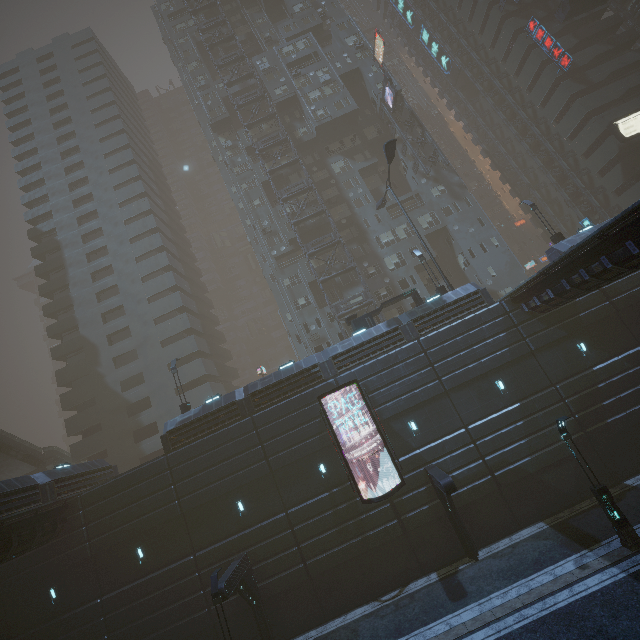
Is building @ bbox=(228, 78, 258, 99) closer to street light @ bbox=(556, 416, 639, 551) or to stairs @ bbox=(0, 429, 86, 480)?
stairs @ bbox=(0, 429, 86, 480)

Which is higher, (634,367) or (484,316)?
(484,316)

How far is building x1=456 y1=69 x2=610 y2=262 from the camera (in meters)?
22.70

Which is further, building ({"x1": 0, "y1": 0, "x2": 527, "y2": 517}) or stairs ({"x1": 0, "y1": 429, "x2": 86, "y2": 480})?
stairs ({"x1": 0, "y1": 429, "x2": 86, "y2": 480})

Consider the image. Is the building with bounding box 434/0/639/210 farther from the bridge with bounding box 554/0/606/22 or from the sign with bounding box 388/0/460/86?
the sign with bounding box 388/0/460/86

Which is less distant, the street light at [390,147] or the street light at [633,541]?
the street light at [633,541]

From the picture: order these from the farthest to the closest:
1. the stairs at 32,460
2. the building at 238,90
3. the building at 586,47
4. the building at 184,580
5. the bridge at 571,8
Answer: the building at 238,90 → the bridge at 571,8 → the building at 586,47 → the stairs at 32,460 → the building at 184,580
